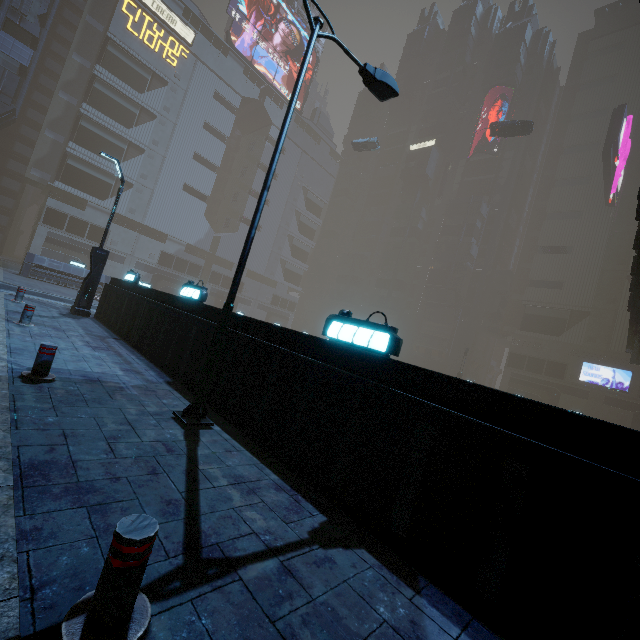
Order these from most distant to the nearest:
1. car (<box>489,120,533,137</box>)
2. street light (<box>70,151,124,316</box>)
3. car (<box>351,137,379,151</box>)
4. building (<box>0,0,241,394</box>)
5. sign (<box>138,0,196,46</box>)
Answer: sign (<box>138,0,196,46</box>)
car (<box>351,137,379,151</box>)
car (<box>489,120,533,137</box>)
street light (<box>70,151,124,316</box>)
building (<box>0,0,241,394</box>)

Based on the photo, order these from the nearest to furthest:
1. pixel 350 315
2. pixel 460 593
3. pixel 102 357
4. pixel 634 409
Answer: pixel 460 593 → pixel 350 315 → pixel 102 357 → pixel 634 409

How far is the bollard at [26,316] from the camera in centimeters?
877cm

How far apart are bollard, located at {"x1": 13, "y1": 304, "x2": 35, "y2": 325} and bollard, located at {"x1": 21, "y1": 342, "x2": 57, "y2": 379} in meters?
4.7

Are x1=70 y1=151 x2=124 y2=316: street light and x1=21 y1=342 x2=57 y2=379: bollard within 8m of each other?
no

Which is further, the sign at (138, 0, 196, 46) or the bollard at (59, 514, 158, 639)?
the sign at (138, 0, 196, 46)

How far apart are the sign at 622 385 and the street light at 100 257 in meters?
58.0

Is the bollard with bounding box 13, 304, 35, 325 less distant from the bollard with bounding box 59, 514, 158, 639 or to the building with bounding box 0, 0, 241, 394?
the building with bounding box 0, 0, 241, 394
